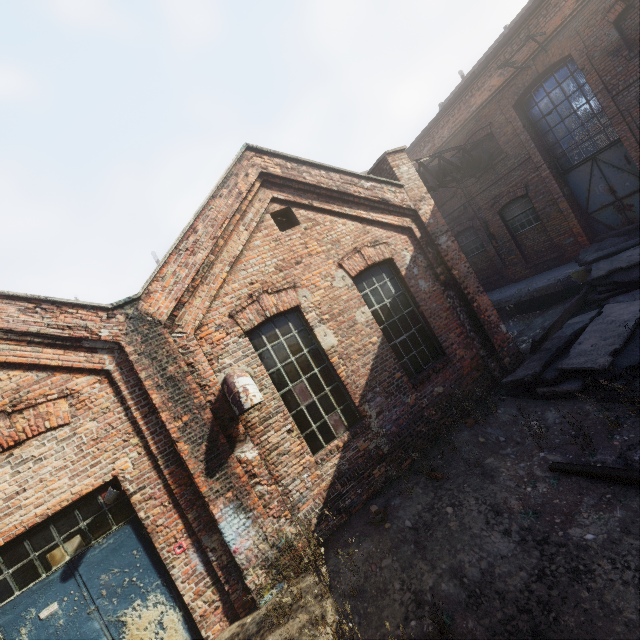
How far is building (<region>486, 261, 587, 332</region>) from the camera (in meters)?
10.62

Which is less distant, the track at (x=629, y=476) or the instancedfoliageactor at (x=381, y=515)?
the track at (x=629, y=476)

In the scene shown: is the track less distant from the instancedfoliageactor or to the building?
the instancedfoliageactor

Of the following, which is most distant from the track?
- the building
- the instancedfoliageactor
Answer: the building

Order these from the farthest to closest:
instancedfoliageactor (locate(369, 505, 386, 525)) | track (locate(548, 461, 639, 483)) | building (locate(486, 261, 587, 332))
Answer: building (locate(486, 261, 587, 332))
instancedfoliageactor (locate(369, 505, 386, 525))
track (locate(548, 461, 639, 483))

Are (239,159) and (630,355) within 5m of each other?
no

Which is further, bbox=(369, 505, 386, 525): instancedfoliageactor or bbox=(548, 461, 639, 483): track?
bbox=(369, 505, 386, 525): instancedfoliageactor

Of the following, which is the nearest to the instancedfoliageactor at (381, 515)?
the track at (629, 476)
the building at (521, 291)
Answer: the track at (629, 476)
